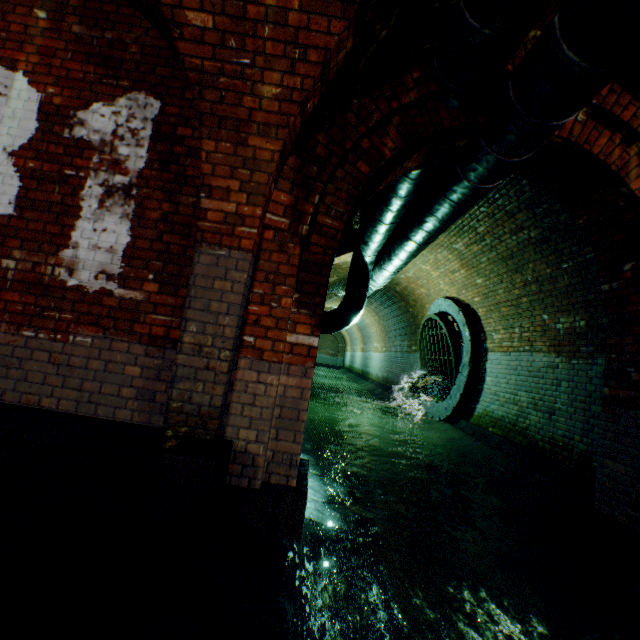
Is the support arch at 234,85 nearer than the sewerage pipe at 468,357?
Yes

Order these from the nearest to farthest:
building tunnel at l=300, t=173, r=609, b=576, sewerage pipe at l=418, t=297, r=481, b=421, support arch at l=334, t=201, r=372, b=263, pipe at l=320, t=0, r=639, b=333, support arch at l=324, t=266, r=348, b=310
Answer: pipe at l=320, t=0, r=639, b=333 → building tunnel at l=300, t=173, r=609, b=576 → support arch at l=334, t=201, r=372, b=263 → sewerage pipe at l=418, t=297, r=481, b=421 → support arch at l=324, t=266, r=348, b=310

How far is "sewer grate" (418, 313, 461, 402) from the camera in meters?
8.0

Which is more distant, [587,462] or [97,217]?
[587,462]

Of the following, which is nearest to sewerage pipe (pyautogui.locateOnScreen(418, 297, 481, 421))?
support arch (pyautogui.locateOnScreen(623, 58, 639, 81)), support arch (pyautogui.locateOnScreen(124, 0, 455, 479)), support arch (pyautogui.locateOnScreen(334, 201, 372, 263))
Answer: support arch (pyautogui.locateOnScreen(334, 201, 372, 263))

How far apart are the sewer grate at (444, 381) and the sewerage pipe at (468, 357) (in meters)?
0.01

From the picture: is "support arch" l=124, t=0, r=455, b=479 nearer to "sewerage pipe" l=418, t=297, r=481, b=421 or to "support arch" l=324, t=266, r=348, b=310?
"sewerage pipe" l=418, t=297, r=481, b=421

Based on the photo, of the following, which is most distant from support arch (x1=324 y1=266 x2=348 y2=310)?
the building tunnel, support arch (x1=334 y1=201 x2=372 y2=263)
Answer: support arch (x1=334 y1=201 x2=372 y2=263)
